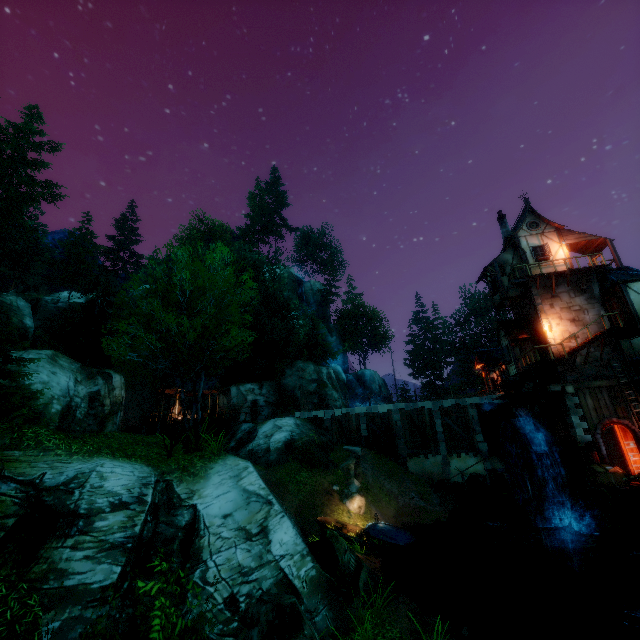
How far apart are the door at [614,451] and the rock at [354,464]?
15.0m

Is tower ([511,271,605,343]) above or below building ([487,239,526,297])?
below

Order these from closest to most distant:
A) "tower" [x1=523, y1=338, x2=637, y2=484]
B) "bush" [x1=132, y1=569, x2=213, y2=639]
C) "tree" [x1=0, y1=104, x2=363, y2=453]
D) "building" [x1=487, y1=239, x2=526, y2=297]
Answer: "bush" [x1=132, y1=569, x2=213, y2=639]
"tree" [x1=0, y1=104, x2=363, y2=453]
"tower" [x1=523, y1=338, x2=637, y2=484]
"building" [x1=487, y1=239, x2=526, y2=297]

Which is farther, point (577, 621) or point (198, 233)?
point (198, 233)

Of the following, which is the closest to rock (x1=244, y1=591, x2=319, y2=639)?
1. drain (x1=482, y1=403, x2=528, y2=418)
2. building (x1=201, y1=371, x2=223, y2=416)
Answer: drain (x1=482, y1=403, x2=528, y2=418)

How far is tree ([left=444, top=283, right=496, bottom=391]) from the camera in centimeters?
5331cm

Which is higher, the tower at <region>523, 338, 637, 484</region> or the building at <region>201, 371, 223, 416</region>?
the building at <region>201, 371, 223, 416</region>

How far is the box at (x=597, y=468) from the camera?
17.2m
